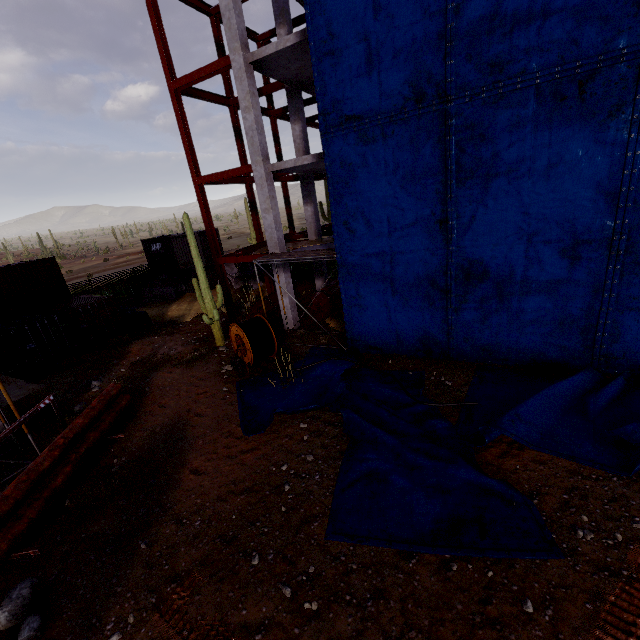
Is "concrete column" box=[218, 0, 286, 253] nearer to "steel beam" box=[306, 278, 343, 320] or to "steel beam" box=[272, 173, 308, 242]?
"steel beam" box=[306, 278, 343, 320]

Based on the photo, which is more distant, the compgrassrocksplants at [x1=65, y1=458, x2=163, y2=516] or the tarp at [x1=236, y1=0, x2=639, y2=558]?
the compgrassrocksplants at [x1=65, y1=458, x2=163, y2=516]

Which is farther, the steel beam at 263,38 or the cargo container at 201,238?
the cargo container at 201,238

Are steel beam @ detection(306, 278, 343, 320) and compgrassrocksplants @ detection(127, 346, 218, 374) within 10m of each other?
yes

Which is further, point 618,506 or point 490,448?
point 490,448

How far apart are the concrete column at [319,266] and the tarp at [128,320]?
11.0m

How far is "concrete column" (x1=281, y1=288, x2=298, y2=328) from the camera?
15.95m

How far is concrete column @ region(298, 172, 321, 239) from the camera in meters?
17.4
